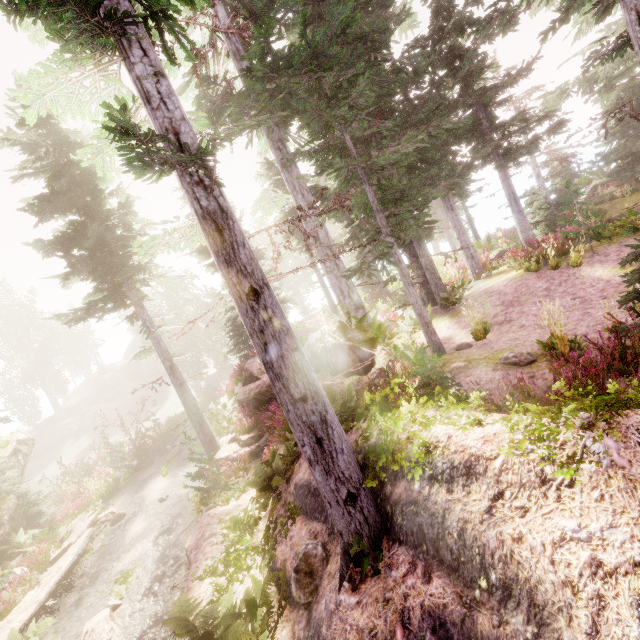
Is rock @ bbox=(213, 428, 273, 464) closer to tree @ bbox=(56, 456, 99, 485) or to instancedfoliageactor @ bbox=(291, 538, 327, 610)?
instancedfoliageactor @ bbox=(291, 538, 327, 610)

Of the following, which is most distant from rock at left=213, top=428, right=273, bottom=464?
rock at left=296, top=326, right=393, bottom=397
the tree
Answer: rock at left=296, top=326, right=393, bottom=397

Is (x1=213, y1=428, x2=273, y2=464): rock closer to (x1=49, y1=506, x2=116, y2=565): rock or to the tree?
the tree

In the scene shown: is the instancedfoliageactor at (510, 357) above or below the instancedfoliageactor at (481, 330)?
above

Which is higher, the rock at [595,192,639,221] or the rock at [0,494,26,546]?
the rock at [595,192,639,221]

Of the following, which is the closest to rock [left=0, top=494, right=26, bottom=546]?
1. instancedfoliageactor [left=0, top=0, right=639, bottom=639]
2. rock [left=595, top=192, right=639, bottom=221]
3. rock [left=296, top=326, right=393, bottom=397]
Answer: instancedfoliageactor [left=0, top=0, right=639, bottom=639]

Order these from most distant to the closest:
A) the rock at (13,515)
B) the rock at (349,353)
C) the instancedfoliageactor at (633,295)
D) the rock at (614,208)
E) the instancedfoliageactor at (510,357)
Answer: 1. the rock at (614,208)
2. the rock at (13,515)
3. the rock at (349,353)
4. the instancedfoliageactor at (510,357)
5. the instancedfoliageactor at (633,295)

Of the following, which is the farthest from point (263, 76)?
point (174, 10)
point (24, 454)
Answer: point (24, 454)
